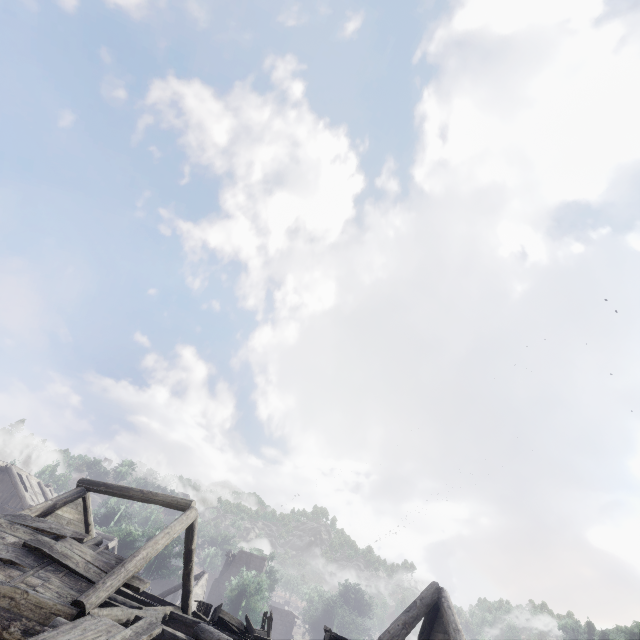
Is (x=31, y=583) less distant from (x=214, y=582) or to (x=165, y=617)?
(x=165, y=617)

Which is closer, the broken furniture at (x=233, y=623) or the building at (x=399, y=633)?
the building at (x=399, y=633)

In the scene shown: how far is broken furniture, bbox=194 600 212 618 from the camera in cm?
1284

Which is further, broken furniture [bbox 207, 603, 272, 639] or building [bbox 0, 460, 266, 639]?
broken furniture [bbox 207, 603, 272, 639]

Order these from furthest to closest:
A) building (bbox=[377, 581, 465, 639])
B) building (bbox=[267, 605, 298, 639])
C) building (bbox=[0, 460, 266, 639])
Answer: building (bbox=[267, 605, 298, 639]), building (bbox=[377, 581, 465, 639]), building (bbox=[0, 460, 266, 639])

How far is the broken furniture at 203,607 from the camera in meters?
12.8

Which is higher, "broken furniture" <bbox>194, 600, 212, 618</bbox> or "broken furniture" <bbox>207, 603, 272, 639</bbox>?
"broken furniture" <bbox>194, 600, 212, 618</bbox>
